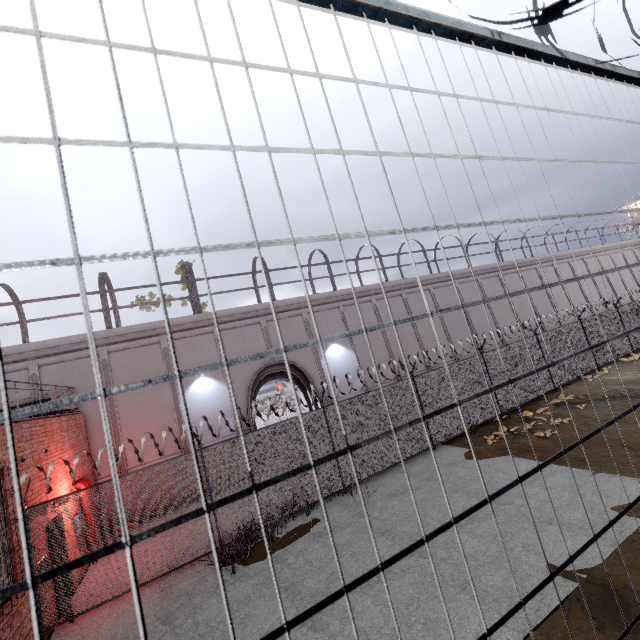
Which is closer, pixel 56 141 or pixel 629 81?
pixel 56 141
